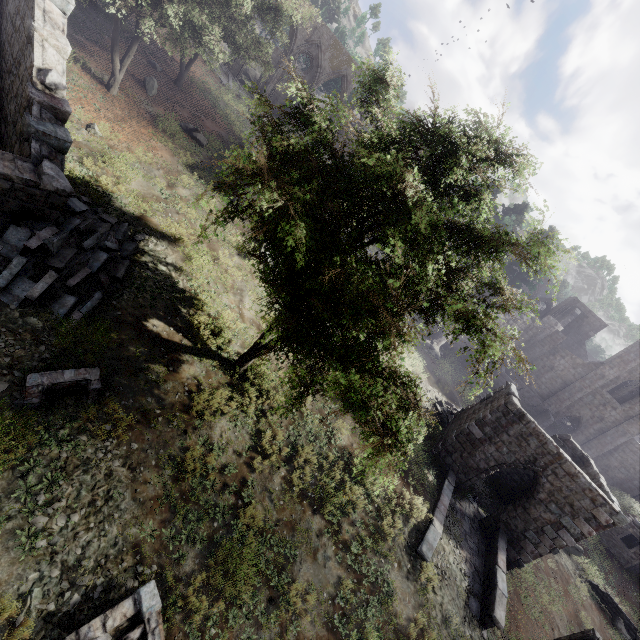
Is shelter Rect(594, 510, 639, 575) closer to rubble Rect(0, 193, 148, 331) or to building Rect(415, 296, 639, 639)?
building Rect(415, 296, 639, 639)

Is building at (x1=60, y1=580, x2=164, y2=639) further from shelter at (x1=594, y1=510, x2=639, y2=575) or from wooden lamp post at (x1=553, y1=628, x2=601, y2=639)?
shelter at (x1=594, y1=510, x2=639, y2=575)

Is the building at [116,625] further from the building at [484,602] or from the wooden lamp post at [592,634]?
the wooden lamp post at [592,634]

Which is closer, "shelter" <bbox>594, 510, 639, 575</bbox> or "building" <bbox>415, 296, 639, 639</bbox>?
"building" <bbox>415, 296, 639, 639</bbox>

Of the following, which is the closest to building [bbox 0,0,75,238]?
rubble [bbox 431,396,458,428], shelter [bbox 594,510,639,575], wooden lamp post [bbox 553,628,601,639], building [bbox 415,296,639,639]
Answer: building [bbox 415,296,639,639]

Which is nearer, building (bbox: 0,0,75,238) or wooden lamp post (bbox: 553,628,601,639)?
building (bbox: 0,0,75,238)

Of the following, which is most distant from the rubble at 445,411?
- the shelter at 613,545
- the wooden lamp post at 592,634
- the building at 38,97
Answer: the building at 38,97

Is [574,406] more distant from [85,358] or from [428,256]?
[85,358]
